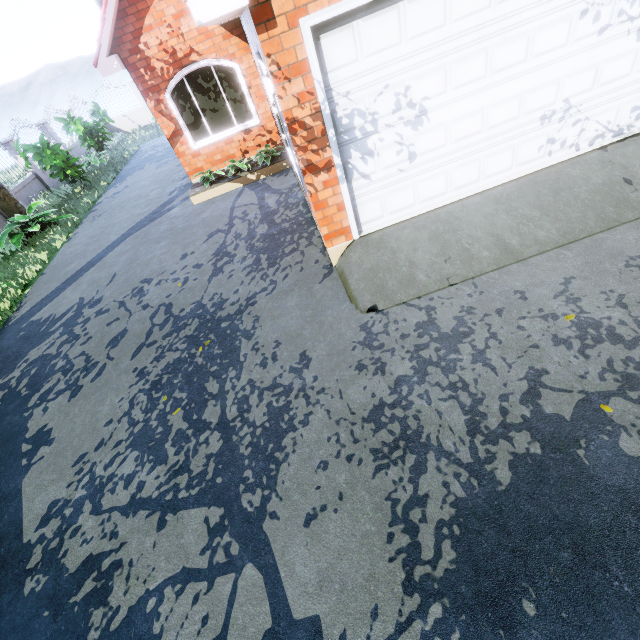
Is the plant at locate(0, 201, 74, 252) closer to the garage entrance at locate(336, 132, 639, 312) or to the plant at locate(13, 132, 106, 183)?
the plant at locate(13, 132, 106, 183)

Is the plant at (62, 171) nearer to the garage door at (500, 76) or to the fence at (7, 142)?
the fence at (7, 142)

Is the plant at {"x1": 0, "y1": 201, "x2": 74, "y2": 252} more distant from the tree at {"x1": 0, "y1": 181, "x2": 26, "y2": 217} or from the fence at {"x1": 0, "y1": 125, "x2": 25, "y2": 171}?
the tree at {"x1": 0, "y1": 181, "x2": 26, "y2": 217}

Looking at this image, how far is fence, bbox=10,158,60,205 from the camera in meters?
12.6

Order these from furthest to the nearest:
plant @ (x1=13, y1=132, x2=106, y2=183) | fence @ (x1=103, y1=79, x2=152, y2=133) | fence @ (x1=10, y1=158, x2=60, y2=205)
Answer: fence @ (x1=103, y1=79, x2=152, y2=133)
fence @ (x1=10, y1=158, x2=60, y2=205)
plant @ (x1=13, y1=132, x2=106, y2=183)

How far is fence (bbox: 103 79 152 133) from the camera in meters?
20.2

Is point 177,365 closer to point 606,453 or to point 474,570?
point 474,570

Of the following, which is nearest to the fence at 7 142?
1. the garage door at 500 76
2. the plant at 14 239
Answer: the plant at 14 239
